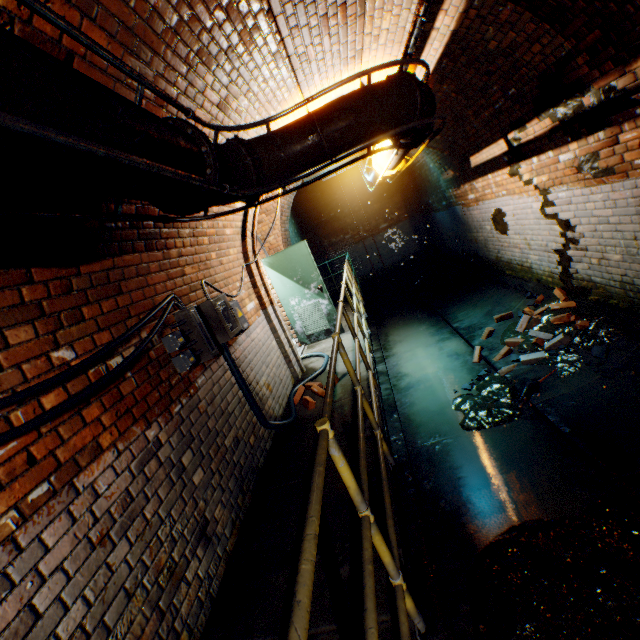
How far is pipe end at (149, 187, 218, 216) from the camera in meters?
2.2 m

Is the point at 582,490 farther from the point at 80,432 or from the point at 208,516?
the point at 80,432

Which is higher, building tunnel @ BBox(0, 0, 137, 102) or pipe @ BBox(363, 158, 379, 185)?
building tunnel @ BBox(0, 0, 137, 102)

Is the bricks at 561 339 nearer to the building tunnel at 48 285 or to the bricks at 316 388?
the building tunnel at 48 285

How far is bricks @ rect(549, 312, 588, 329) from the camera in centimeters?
440cm

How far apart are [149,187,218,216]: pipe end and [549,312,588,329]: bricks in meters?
4.5 m

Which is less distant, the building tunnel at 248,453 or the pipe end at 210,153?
the building tunnel at 248,453

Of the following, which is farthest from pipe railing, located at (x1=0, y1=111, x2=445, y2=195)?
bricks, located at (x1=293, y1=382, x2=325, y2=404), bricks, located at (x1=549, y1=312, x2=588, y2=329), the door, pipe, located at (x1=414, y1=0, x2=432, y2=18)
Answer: bricks, located at (x1=549, y1=312, x2=588, y2=329)
